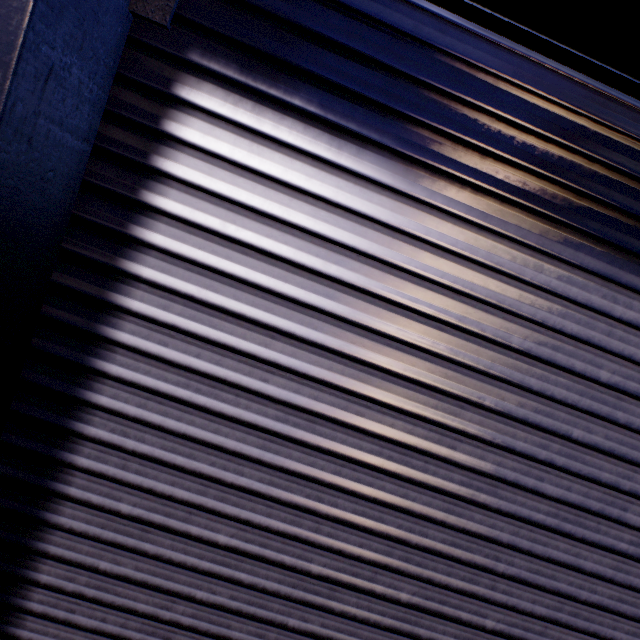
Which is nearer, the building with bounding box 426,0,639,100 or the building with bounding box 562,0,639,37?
the building with bounding box 562,0,639,37

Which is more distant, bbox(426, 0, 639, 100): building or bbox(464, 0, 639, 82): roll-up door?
bbox(426, 0, 639, 100): building

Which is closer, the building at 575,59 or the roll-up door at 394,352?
the roll-up door at 394,352

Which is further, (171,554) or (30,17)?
(171,554)

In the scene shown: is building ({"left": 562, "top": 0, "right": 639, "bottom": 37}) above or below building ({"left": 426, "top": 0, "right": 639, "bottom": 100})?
below

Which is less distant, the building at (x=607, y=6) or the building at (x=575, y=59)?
the building at (x=607, y=6)

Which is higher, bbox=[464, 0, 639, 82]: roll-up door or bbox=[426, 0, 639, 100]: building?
bbox=[426, 0, 639, 100]: building
